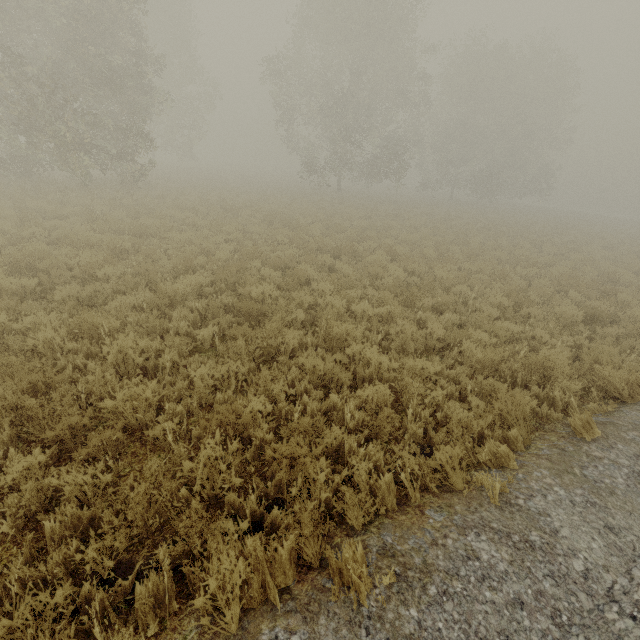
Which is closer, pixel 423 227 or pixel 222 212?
pixel 222 212
